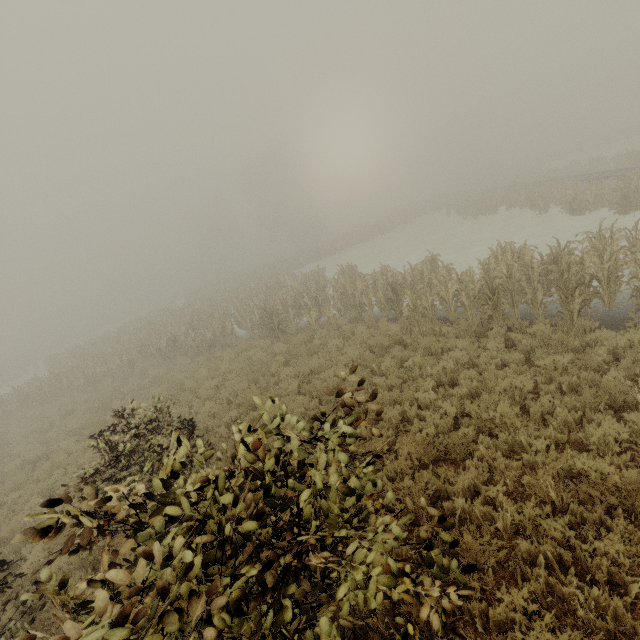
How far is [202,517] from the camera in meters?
2.5
